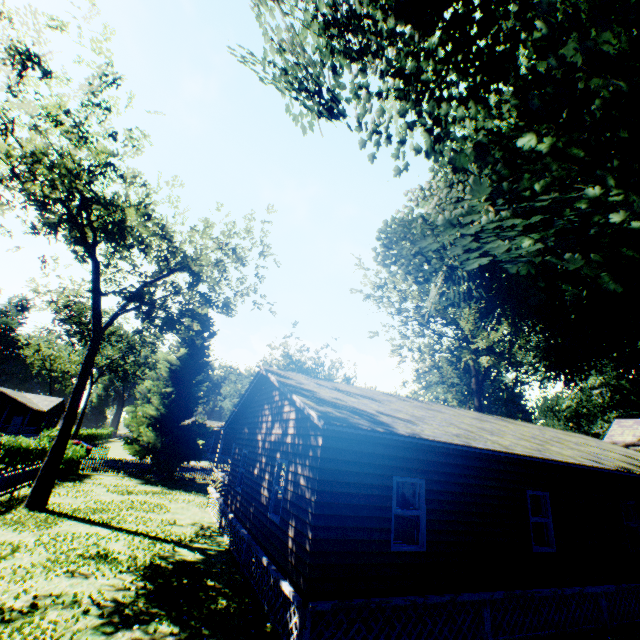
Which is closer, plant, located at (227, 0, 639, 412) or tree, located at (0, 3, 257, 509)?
plant, located at (227, 0, 639, 412)

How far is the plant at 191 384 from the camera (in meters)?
26.17

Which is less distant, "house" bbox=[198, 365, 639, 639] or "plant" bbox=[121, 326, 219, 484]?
"house" bbox=[198, 365, 639, 639]

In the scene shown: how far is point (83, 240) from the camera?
17.3m

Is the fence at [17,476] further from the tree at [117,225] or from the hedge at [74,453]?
the tree at [117,225]

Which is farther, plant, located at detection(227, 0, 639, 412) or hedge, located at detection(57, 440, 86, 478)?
hedge, located at detection(57, 440, 86, 478)

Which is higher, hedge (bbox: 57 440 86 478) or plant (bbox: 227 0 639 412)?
plant (bbox: 227 0 639 412)

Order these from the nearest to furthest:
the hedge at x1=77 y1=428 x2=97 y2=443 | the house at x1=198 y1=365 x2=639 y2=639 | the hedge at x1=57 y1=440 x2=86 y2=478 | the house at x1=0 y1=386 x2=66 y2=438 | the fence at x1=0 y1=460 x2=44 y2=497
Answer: the house at x1=198 y1=365 x2=639 y2=639, the fence at x1=0 y1=460 x2=44 y2=497, the hedge at x1=57 y1=440 x2=86 y2=478, the house at x1=0 y1=386 x2=66 y2=438, the hedge at x1=77 y1=428 x2=97 y2=443
